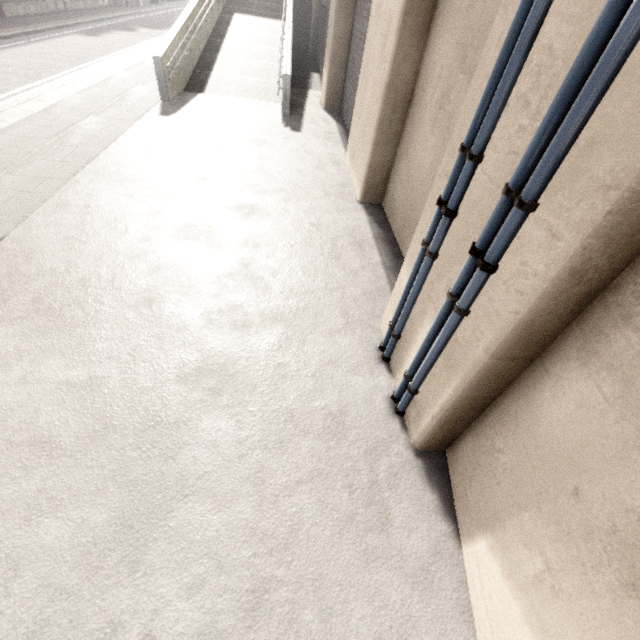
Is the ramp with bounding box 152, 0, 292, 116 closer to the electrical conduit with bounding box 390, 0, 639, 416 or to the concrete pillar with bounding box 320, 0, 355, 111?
the concrete pillar with bounding box 320, 0, 355, 111

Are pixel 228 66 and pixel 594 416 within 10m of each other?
no

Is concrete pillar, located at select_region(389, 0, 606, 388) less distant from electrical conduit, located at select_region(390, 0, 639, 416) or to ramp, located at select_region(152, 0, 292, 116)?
electrical conduit, located at select_region(390, 0, 639, 416)

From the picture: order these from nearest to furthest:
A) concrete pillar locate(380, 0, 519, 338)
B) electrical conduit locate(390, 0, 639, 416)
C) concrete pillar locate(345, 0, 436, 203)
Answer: electrical conduit locate(390, 0, 639, 416) → concrete pillar locate(380, 0, 519, 338) → concrete pillar locate(345, 0, 436, 203)

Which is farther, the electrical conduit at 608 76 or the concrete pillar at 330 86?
the concrete pillar at 330 86

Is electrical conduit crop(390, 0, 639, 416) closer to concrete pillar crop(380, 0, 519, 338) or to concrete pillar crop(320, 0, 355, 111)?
concrete pillar crop(380, 0, 519, 338)

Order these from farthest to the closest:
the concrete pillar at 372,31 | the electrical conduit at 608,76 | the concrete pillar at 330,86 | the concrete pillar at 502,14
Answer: the concrete pillar at 330,86
the concrete pillar at 372,31
the concrete pillar at 502,14
the electrical conduit at 608,76

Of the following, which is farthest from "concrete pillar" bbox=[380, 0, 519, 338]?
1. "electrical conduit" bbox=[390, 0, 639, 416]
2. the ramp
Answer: the ramp
